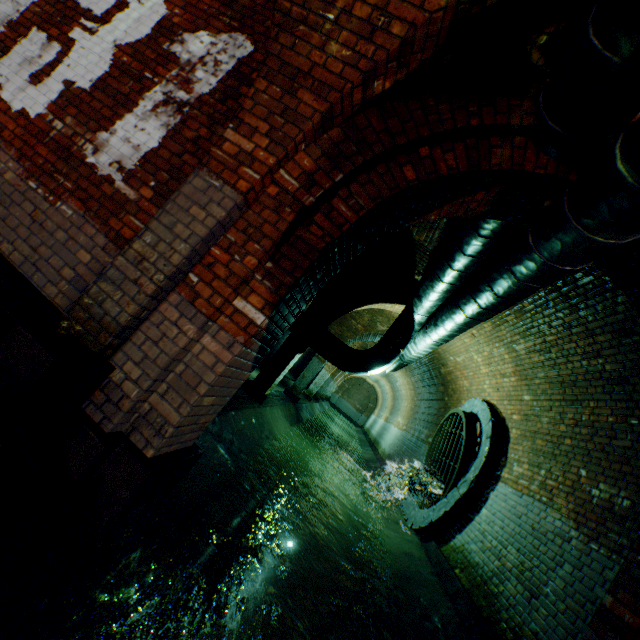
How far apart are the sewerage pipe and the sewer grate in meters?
0.0 m

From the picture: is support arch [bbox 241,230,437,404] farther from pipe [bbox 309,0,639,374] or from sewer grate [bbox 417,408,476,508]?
sewer grate [bbox 417,408,476,508]

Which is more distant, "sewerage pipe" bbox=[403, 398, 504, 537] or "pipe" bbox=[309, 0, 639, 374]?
"sewerage pipe" bbox=[403, 398, 504, 537]

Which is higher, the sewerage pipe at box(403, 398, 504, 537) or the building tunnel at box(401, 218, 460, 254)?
the building tunnel at box(401, 218, 460, 254)

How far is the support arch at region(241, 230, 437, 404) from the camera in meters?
6.4

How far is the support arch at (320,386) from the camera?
12.3m

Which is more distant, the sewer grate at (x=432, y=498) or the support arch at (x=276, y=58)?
the sewer grate at (x=432, y=498)

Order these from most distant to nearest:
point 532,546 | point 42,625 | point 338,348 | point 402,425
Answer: point 402,425 < point 338,348 < point 532,546 < point 42,625
